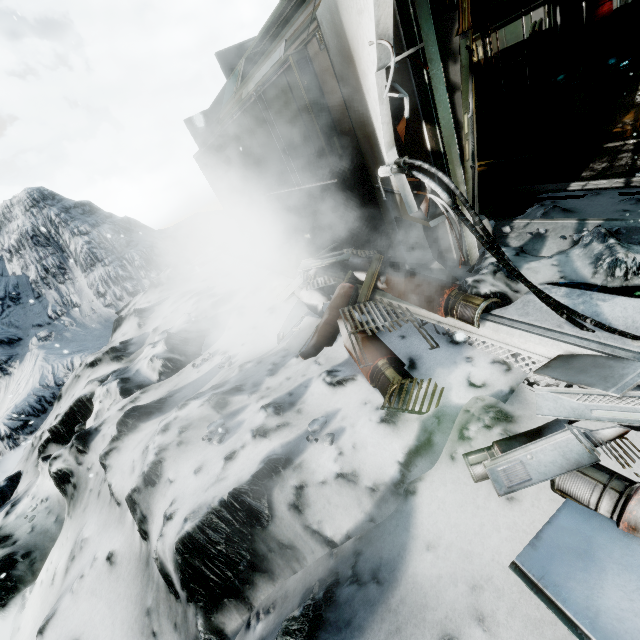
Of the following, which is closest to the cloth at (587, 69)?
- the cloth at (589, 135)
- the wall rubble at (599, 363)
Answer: the cloth at (589, 135)

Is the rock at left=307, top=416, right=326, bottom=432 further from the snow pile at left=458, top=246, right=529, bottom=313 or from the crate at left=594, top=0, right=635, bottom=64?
the crate at left=594, top=0, right=635, bottom=64

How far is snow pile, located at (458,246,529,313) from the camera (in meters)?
2.83

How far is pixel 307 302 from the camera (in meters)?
4.80

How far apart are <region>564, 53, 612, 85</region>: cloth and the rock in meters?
11.1

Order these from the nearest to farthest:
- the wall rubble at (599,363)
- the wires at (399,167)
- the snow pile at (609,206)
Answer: the wall rubble at (599,363) → the wires at (399,167) → the snow pile at (609,206)

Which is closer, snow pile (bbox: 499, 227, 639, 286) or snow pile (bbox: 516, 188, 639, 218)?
snow pile (bbox: 499, 227, 639, 286)

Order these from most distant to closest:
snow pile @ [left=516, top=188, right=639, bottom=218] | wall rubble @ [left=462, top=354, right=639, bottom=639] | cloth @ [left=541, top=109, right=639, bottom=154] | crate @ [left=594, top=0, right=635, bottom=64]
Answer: crate @ [left=594, top=0, right=635, bottom=64], cloth @ [left=541, top=109, right=639, bottom=154], snow pile @ [left=516, top=188, right=639, bottom=218], wall rubble @ [left=462, top=354, right=639, bottom=639]
